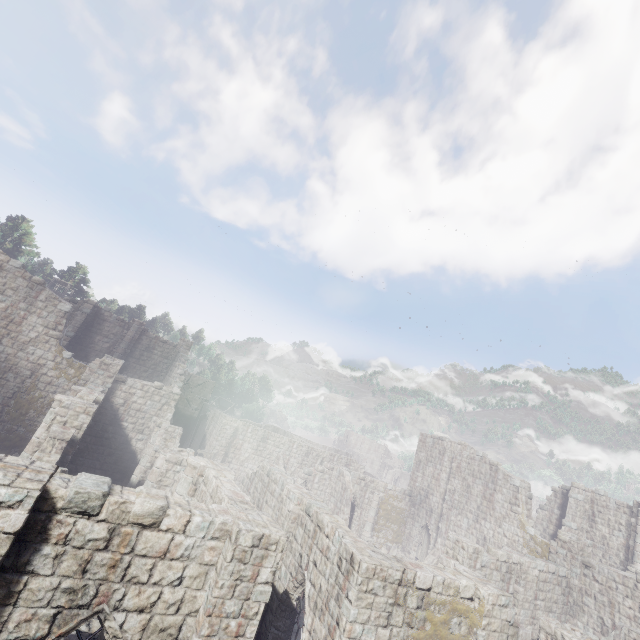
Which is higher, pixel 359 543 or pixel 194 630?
pixel 359 543
